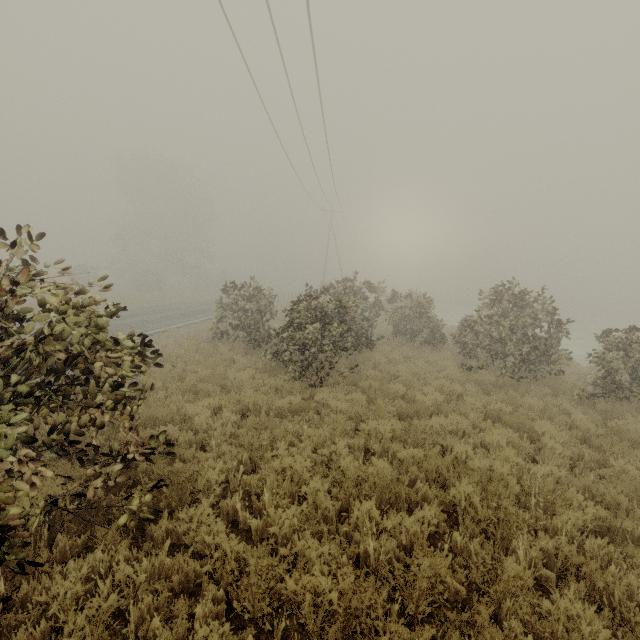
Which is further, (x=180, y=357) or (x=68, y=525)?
(x=180, y=357)

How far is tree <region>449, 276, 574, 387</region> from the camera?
10.8 meters

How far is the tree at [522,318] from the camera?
10.80m

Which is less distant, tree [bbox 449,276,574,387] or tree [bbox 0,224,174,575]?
tree [bbox 0,224,174,575]

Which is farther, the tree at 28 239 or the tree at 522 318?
the tree at 522 318
